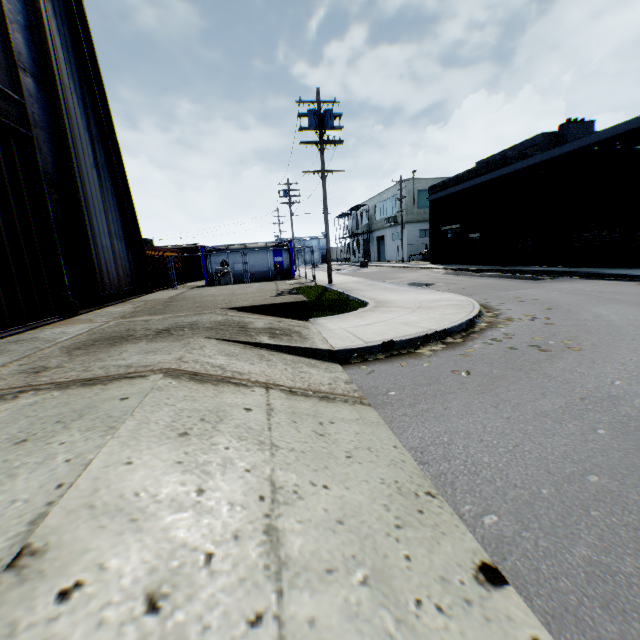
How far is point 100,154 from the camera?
11.5m

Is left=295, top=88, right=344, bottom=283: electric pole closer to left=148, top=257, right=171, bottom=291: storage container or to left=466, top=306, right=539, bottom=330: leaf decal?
left=466, top=306, right=539, bottom=330: leaf decal

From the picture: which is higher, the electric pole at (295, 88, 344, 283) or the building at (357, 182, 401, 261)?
the electric pole at (295, 88, 344, 283)

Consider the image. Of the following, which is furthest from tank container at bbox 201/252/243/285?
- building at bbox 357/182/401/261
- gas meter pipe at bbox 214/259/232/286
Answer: building at bbox 357/182/401/261

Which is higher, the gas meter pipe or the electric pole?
the electric pole

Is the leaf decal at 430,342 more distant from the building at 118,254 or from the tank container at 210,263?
the tank container at 210,263

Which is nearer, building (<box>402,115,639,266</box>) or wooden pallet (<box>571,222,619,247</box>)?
wooden pallet (<box>571,222,619,247</box>)

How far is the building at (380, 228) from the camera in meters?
42.7 m
